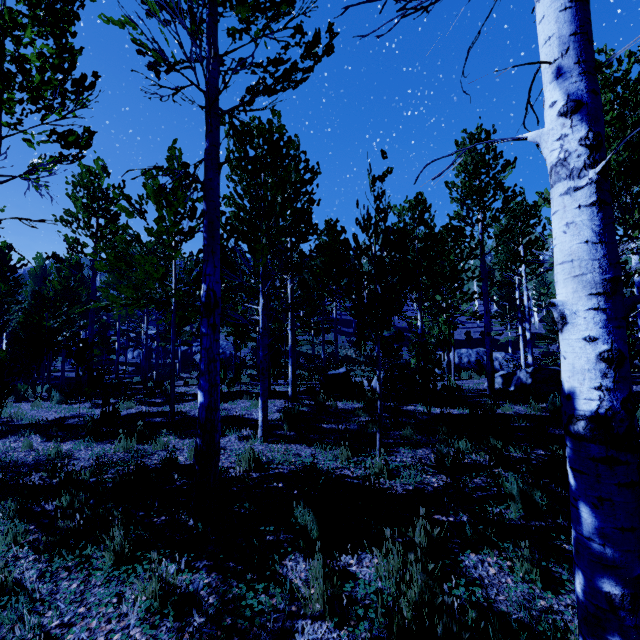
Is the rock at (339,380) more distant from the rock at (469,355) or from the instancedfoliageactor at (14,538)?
the rock at (469,355)

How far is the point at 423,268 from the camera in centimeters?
1379cm

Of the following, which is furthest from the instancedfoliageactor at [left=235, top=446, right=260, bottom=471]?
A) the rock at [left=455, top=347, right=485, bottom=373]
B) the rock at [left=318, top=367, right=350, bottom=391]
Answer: the rock at [left=455, top=347, right=485, bottom=373]

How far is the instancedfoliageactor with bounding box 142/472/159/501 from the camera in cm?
426

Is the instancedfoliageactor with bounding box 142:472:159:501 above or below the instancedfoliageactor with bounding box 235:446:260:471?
below

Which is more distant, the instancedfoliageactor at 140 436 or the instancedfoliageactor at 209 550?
the instancedfoliageactor at 140 436

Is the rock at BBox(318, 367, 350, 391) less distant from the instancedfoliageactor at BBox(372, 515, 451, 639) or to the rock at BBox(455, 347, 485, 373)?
the instancedfoliageactor at BBox(372, 515, 451, 639)

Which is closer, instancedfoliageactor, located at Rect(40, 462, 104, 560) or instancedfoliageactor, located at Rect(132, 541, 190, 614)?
instancedfoliageactor, located at Rect(132, 541, 190, 614)
